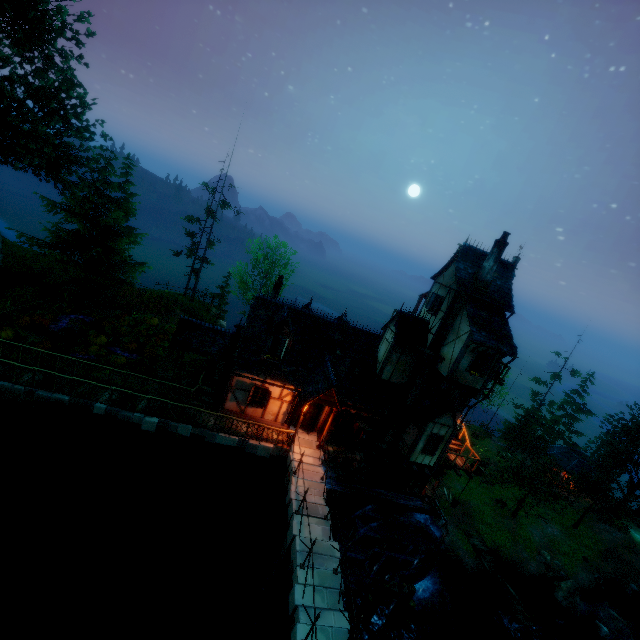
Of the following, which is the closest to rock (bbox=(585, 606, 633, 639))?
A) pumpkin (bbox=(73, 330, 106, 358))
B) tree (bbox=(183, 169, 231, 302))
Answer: pumpkin (bbox=(73, 330, 106, 358))

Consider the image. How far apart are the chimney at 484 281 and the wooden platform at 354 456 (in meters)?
11.72

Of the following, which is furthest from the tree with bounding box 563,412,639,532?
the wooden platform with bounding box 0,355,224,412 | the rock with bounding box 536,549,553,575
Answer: the wooden platform with bounding box 0,355,224,412

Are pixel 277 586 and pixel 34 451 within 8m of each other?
no

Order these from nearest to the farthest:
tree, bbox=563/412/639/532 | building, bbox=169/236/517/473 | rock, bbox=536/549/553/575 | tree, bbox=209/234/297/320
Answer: building, bbox=169/236/517/473
rock, bbox=536/549/553/575
tree, bbox=563/412/639/532
tree, bbox=209/234/297/320

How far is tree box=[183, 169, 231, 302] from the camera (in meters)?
31.25

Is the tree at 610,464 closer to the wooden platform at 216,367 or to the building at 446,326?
the building at 446,326

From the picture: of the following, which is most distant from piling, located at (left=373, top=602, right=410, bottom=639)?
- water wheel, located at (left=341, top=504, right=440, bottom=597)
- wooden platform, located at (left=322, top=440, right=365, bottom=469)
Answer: wooden platform, located at (left=322, top=440, right=365, bottom=469)
